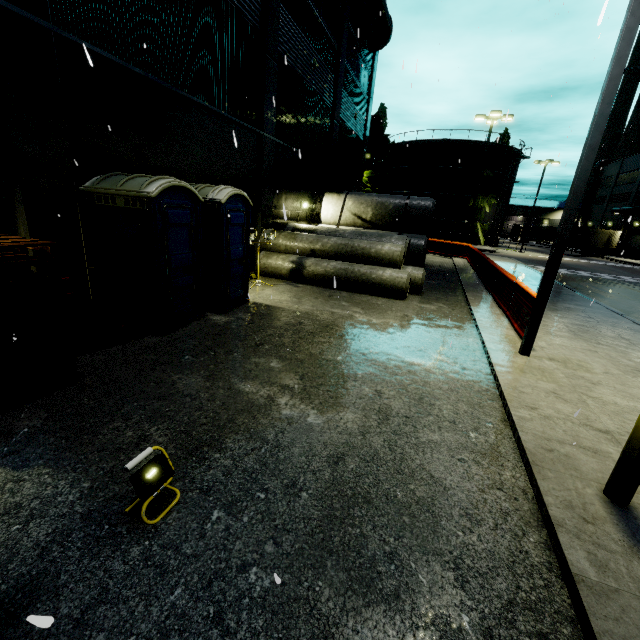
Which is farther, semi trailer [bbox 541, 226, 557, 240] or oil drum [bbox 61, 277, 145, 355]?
semi trailer [bbox 541, 226, 557, 240]

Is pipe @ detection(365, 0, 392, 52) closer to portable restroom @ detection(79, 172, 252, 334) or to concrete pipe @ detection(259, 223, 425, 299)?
portable restroom @ detection(79, 172, 252, 334)

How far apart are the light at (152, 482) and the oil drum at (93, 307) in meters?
3.5

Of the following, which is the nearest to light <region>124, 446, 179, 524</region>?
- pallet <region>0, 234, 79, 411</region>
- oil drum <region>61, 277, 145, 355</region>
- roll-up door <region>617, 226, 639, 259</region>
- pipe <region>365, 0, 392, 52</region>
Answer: pallet <region>0, 234, 79, 411</region>

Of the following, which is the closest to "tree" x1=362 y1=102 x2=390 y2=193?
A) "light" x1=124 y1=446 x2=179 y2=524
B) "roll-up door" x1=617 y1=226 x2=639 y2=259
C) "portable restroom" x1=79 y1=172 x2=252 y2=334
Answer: "roll-up door" x1=617 y1=226 x2=639 y2=259

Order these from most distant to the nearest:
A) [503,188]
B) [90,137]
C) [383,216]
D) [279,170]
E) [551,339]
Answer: [503,188] → [383,216] → [279,170] → [551,339] → [90,137]

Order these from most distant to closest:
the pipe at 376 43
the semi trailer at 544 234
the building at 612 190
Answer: the semi trailer at 544 234 < the building at 612 190 < the pipe at 376 43

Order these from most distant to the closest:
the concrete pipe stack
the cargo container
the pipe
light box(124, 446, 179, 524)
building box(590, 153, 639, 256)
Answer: building box(590, 153, 639, 256) < the cargo container < the pipe < the concrete pipe stack < light box(124, 446, 179, 524)
